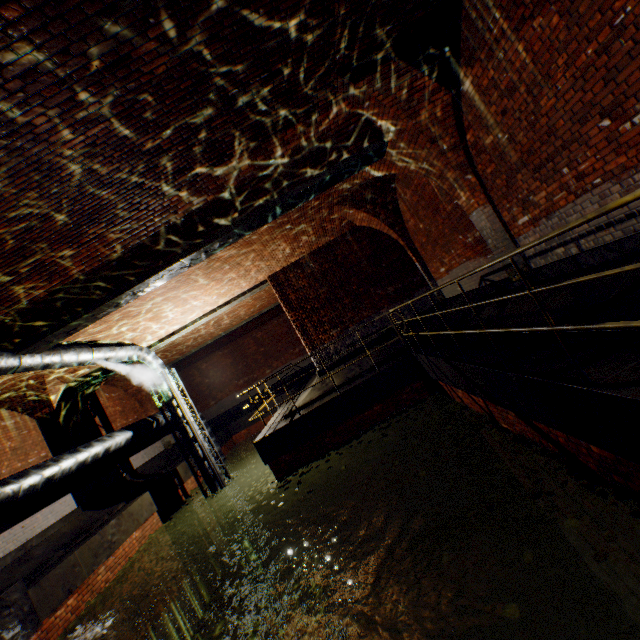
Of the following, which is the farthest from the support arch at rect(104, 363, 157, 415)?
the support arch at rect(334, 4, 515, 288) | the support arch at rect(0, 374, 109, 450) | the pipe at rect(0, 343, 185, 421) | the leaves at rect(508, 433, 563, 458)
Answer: the leaves at rect(508, 433, 563, 458)

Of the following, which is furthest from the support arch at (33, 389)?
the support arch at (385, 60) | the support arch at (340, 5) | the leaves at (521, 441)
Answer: the leaves at (521, 441)

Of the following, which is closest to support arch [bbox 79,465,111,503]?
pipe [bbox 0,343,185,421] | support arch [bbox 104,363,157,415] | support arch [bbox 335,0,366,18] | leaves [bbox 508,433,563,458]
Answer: support arch [bbox 104,363,157,415]

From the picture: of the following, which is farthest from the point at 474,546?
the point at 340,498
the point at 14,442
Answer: the point at 14,442

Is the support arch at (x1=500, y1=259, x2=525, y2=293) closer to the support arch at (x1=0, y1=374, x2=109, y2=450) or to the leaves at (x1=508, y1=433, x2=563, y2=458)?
the leaves at (x1=508, y1=433, x2=563, y2=458)

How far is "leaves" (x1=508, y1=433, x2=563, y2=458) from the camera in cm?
400

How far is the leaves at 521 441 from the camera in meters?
4.0 m

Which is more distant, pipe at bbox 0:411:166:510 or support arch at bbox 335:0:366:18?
pipe at bbox 0:411:166:510
